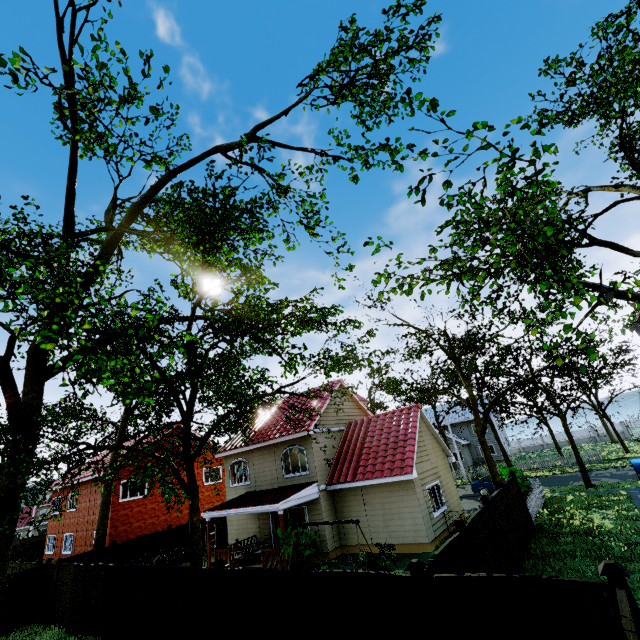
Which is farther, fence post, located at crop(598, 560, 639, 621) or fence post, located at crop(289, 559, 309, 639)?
fence post, located at crop(289, 559, 309, 639)

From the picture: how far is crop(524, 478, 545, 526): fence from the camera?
15.60m

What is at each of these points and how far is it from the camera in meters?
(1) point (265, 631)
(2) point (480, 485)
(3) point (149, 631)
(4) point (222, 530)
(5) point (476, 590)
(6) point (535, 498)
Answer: (1) fence, 7.7
(2) car, 25.5
(3) fence, 10.2
(4) fence, 23.6
(5) fence, 5.4
(6) fence, 17.5

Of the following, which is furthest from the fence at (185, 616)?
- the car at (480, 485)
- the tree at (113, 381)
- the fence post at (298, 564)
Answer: the car at (480, 485)

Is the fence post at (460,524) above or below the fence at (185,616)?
above

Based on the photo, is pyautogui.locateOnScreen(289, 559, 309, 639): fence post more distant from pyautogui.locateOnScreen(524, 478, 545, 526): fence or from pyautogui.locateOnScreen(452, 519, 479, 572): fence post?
pyautogui.locateOnScreen(452, 519, 479, 572): fence post

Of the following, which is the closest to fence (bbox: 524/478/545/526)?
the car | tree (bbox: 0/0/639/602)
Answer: tree (bbox: 0/0/639/602)

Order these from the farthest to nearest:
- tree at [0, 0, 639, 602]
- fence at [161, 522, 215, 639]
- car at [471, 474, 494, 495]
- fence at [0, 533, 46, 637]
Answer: car at [471, 474, 494, 495] < fence at [0, 533, 46, 637] < fence at [161, 522, 215, 639] < tree at [0, 0, 639, 602]
